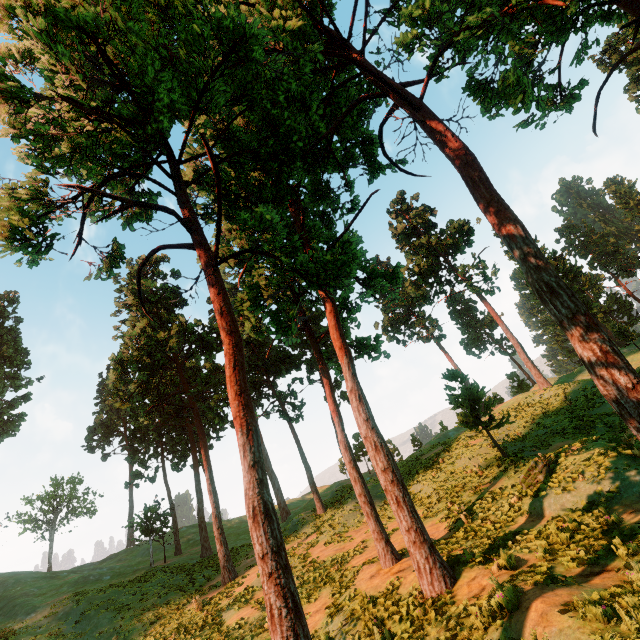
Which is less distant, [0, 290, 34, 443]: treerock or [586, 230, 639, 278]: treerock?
[0, 290, 34, 443]: treerock

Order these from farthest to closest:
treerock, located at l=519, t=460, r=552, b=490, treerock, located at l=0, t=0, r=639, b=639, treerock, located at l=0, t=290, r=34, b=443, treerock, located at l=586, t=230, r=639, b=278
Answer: treerock, located at l=586, t=230, r=639, b=278, treerock, located at l=0, t=290, r=34, b=443, treerock, located at l=519, t=460, r=552, b=490, treerock, located at l=0, t=0, r=639, b=639

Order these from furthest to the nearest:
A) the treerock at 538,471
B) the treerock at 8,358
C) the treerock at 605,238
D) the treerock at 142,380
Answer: the treerock at 605,238, the treerock at 8,358, the treerock at 538,471, the treerock at 142,380

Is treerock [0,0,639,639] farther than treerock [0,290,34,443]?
No

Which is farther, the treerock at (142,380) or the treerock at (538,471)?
the treerock at (538,471)

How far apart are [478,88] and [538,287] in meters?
6.4

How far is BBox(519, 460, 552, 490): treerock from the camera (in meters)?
14.09
